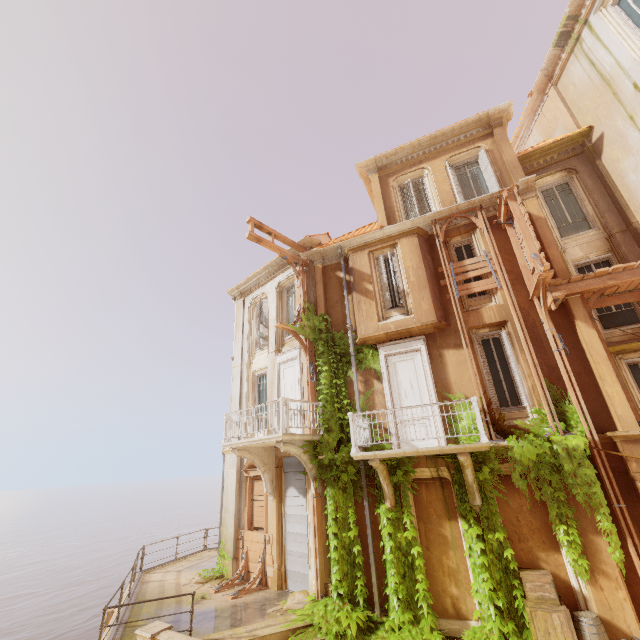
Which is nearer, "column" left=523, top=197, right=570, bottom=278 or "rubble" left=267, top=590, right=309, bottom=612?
"rubble" left=267, top=590, right=309, bottom=612

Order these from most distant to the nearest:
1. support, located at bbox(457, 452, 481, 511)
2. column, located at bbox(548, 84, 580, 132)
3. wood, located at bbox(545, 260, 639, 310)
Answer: column, located at bbox(548, 84, 580, 132)
wood, located at bbox(545, 260, 639, 310)
support, located at bbox(457, 452, 481, 511)

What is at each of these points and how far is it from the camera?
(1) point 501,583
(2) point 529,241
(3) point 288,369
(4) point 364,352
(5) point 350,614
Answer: (1) plant, 7.9 meters
(2) wood, 9.4 meters
(3) door, 13.6 meters
(4) plant, 11.9 meters
(5) plant, 8.6 meters

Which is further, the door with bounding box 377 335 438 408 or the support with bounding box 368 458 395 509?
the door with bounding box 377 335 438 408

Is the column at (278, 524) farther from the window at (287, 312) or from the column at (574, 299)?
the column at (574, 299)

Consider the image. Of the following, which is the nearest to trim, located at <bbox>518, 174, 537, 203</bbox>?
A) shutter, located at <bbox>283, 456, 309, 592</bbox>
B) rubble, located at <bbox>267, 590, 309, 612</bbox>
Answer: shutter, located at <bbox>283, 456, 309, 592</bbox>

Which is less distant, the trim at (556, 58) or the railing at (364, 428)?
the railing at (364, 428)

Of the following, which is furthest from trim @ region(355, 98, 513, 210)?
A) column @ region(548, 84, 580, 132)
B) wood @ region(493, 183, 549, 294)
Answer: wood @ region(493, 183, 549, 294)
